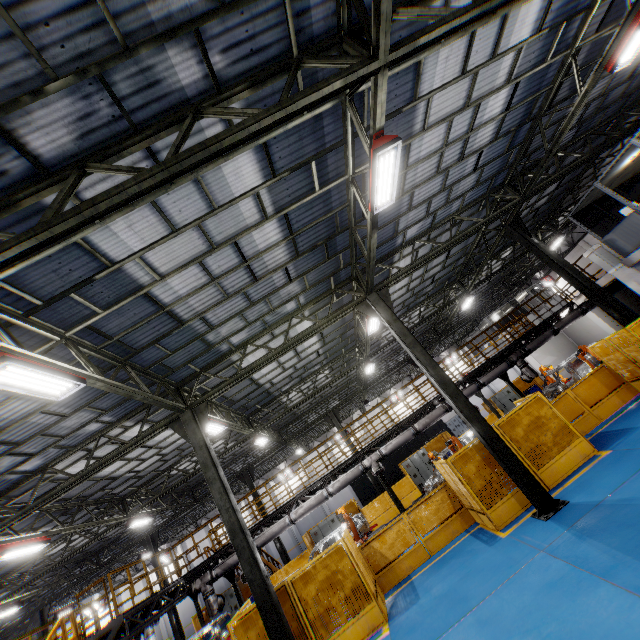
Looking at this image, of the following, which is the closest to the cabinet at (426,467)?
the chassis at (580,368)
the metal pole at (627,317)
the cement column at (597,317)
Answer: the chassis at (580,368)

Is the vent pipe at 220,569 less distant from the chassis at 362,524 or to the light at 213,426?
the chassis at 362,524

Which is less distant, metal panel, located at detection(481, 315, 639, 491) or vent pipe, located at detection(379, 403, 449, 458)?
metal panel, located at detection(481, 315, 639, 491)

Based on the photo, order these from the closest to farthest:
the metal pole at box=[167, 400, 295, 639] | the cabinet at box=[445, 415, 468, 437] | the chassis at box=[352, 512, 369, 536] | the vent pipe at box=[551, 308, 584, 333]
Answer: the metal pole at box=[167, 400, 295, 639]
the chassis at box=[352, 512, 369, 536]
the vent pipe at box=[551, 308, 584, 333]
the cabinet at box=[445, 415, 468, 437]

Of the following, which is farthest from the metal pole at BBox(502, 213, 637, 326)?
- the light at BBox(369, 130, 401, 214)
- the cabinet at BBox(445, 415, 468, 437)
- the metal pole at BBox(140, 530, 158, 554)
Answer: the metal pole at BBox(140, 530, 158, 554)

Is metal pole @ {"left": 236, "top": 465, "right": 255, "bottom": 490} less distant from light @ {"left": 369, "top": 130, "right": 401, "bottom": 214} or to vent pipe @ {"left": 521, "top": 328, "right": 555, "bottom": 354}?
vent pipe @ {"left": 521, "top": 328, "right": 555, "bottom": 354}

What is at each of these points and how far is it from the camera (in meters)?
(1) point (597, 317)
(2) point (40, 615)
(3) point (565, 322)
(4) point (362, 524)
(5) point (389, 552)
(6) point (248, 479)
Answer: (1) cement column, 20.88
(2) metal pole, 21.59
(3) vent pipe, 16.64
(4) chassis, 15.39
(5) metal panel, 11.09
(6) metal pole, 23.59

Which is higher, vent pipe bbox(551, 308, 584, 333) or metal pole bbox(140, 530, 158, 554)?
metal pole bbox(140, 530, 158, 554)
